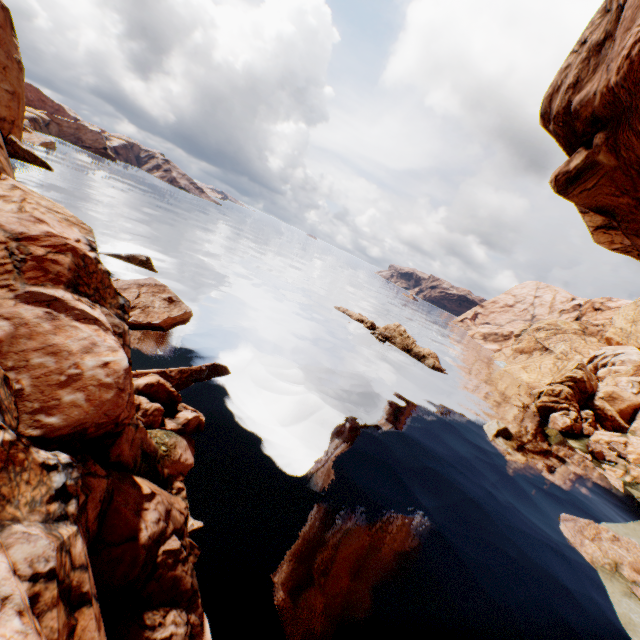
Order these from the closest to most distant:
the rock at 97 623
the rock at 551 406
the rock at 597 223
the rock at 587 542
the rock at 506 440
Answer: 1. the rock at 97 623
2. the rock at 597 223
3. the rock at 587 542
4. the rock at 506 440
5. the rock at 551 406

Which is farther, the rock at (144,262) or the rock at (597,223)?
the rock at (144,262)

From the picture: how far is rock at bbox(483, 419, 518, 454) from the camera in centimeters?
2541cm

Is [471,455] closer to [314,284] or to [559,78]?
[559,78]

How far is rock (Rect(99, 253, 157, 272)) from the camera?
25.8m

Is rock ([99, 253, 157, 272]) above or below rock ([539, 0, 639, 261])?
below

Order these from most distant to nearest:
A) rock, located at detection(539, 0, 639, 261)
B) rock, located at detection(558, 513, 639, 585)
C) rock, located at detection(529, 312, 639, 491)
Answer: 1. rock, located at detection(529, 312, 639, 491)
2. rock, located at detection(558, 513, 639, 585)
3. rock, located at detection(539, 0, 639, 261)
